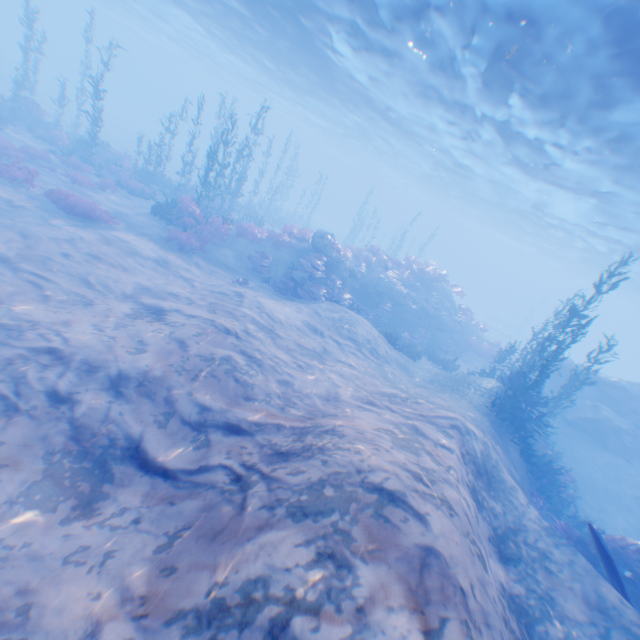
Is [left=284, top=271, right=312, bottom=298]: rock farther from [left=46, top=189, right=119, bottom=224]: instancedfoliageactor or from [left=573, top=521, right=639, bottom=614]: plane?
[left=573, top=521, right=639, bottom=614]: plane

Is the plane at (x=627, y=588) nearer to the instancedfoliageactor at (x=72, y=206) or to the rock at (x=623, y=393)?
the rock at (x=623, y=393)

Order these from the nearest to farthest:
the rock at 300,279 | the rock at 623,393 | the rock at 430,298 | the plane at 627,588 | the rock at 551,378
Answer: the plane at 627,588 < the rock at 300,279 < the rock at 623,393 < the rock at 430,298 < the rock at 551,378

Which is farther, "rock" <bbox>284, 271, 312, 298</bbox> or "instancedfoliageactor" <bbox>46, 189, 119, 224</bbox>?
Result: "rock" <bbox>284, 271, 312, 298</bbox>

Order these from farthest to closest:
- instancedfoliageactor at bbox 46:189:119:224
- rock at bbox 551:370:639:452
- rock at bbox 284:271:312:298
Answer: rock at bbox 551:370:639:452 → rock at bbox 284:271:312:298 → instancedfoliageactor at bbox 46:189:119:224

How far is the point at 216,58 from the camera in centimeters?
4003cm

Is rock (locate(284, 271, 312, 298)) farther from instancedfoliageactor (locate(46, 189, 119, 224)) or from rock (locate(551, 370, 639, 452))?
rock (locate(551, 370, 639, 452))

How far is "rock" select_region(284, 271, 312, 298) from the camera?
16.75m
